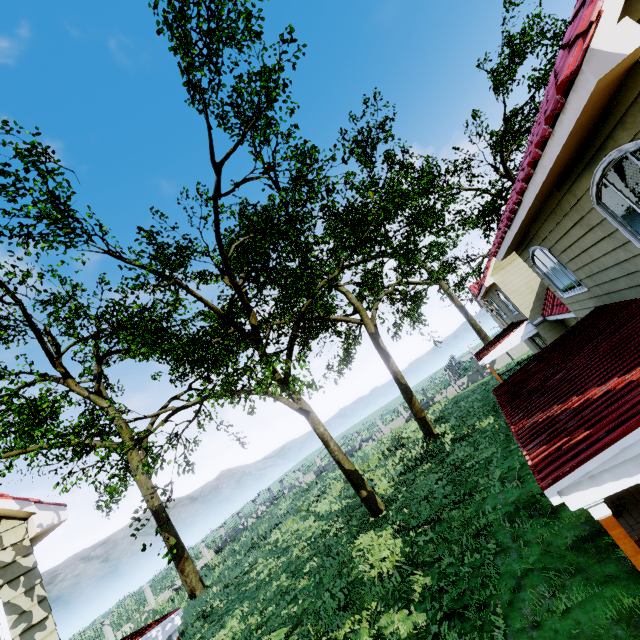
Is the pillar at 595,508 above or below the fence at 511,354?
above

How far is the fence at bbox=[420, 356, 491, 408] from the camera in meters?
33.7

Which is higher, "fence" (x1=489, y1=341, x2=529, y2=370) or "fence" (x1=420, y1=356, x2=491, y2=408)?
"fence" (x1=420, y1=356, x2=491, y2=408)

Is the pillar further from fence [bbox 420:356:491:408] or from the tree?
fence [bbox 420:356:491:408]

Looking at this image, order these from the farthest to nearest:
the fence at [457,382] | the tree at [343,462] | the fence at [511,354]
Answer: the fence at [457,382], the fence at [511,354], the tree at [343,462]

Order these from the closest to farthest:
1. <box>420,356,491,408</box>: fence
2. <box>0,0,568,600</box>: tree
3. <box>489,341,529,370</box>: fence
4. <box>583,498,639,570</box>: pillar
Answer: <box>583,498,639,570</box>: pillar, <box>0,0,568,600</box>: tree, <box>489,341,529,370</box>: fence, <box>420,356,491,408</box>: fence

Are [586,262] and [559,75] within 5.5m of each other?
yes
